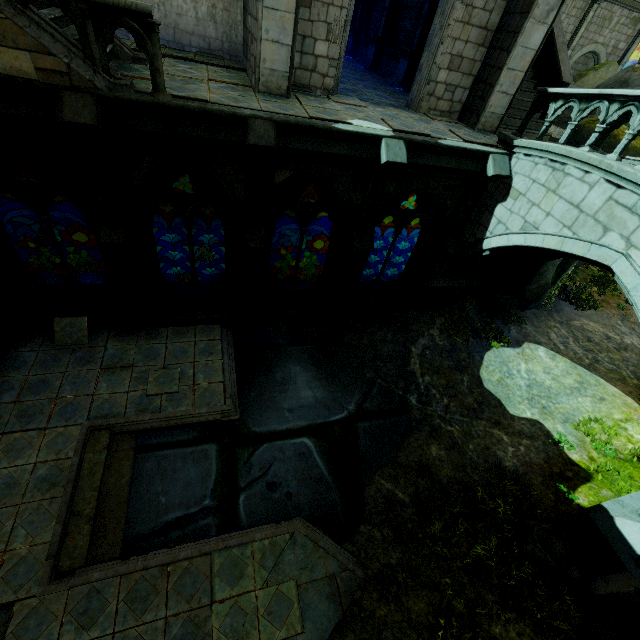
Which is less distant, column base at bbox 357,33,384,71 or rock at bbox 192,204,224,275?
column base at bbox 357,33,384,71

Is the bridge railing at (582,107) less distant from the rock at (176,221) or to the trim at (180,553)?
the trim at (180,553)

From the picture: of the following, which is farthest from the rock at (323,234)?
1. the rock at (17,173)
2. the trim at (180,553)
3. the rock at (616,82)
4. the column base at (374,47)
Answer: the trim at (180,553)

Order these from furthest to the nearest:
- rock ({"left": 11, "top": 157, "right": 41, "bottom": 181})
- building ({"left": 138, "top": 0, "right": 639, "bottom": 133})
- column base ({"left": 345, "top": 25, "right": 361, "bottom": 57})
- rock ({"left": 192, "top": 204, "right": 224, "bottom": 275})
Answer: rock ({"left": 192, "top": 204, "right": 224, "bottom": 275}), column base ({"left": 345, "top": 25, "right": 361, "bottom": 57}), rock ({"left": 11, "top": 157, "right": 41, "bottom": 181}), building ({"left": 138, "top": 0, "right": 639, "bottom": 133})

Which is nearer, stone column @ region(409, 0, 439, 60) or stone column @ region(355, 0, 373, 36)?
stone column @ region(409, 0, 439, 60)

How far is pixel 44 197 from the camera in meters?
7.3

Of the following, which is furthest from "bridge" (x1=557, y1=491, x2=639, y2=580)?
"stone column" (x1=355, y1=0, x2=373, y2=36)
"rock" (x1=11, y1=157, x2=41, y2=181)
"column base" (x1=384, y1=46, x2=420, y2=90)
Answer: "rock" (x1=11, y1=157, x2=41, y2=181)

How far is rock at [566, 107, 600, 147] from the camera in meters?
10.6
